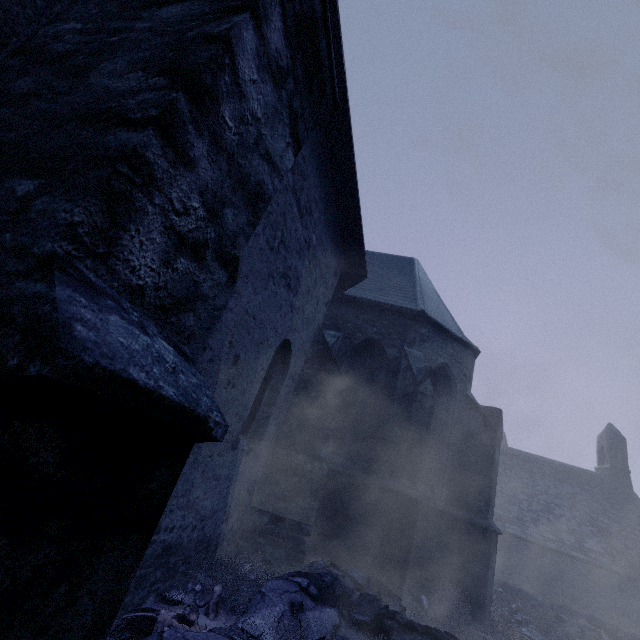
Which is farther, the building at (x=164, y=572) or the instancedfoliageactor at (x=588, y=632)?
the instancedfoliageactor at (x=588, y=632)

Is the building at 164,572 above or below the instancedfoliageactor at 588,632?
above

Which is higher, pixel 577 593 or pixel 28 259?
pixel 28 259

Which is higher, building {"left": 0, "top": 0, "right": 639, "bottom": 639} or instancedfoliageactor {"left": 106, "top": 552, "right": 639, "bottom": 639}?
building {"left": 0, "top": 0, "right": 639, "bottom": 639}

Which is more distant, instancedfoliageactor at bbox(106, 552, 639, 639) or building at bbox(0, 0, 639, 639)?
instancedfoliageactor at bbox(106, 552, 639, 639)
